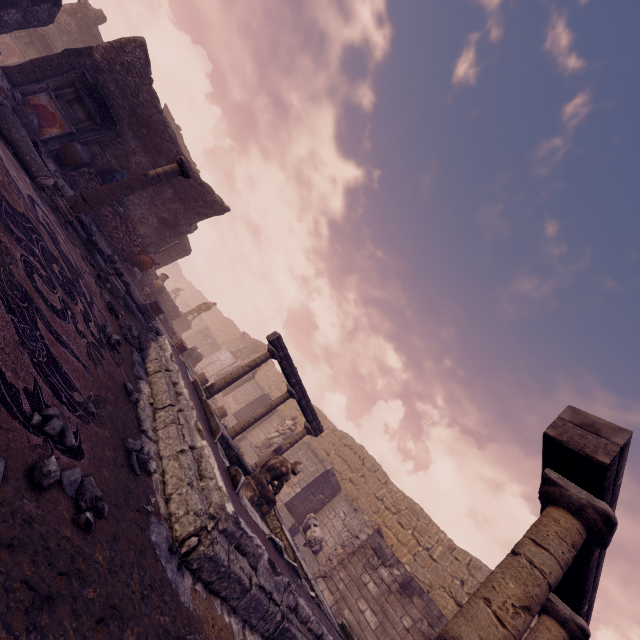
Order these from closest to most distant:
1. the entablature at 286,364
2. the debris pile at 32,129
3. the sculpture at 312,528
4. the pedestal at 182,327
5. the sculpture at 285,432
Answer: the debris pile at 32,129 → the entablature at 286,364 → the sculpture at 312,528 → the sculpture at 285,432 → the pedestal at 182,327

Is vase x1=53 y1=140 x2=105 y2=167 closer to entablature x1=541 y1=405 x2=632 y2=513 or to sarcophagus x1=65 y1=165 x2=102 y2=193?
sarcophagus x1=65 y1=165 x2=102 y2=193

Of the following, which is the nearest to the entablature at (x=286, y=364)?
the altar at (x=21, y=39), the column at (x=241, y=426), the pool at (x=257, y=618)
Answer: the column at (x=241, y=426)

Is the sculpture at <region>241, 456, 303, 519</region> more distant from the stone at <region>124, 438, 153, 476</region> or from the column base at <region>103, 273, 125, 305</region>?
the column base at <region>103, 273, 125, 305</region>

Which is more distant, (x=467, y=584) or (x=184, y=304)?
(x=184, y=304)

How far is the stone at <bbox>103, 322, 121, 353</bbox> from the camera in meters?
3.8 m

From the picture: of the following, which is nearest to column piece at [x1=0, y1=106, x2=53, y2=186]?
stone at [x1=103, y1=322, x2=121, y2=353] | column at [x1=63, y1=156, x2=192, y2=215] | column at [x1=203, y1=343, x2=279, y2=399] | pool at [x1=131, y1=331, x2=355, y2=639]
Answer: column at [x1=63, y1=156, x2=192, y2=215]

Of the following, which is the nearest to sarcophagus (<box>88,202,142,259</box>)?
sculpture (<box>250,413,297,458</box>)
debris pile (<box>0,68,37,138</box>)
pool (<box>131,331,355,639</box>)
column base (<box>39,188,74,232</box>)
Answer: debris pile (<box>0,68,37,138</box>)
